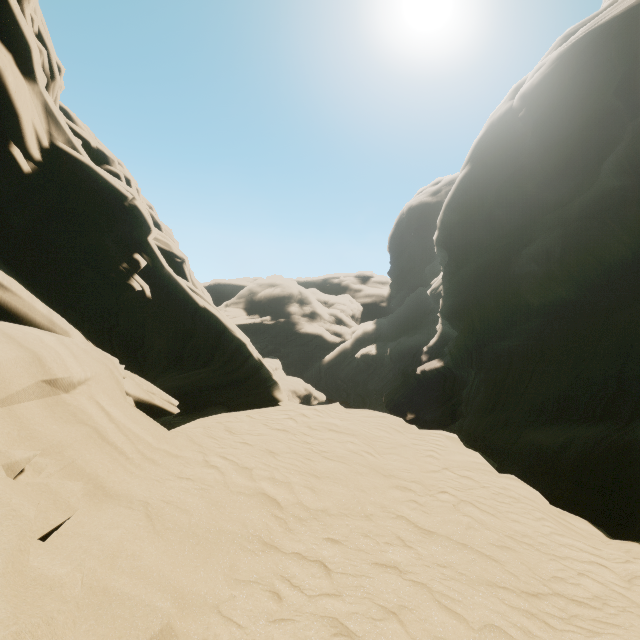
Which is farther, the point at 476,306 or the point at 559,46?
the point at 476,306
